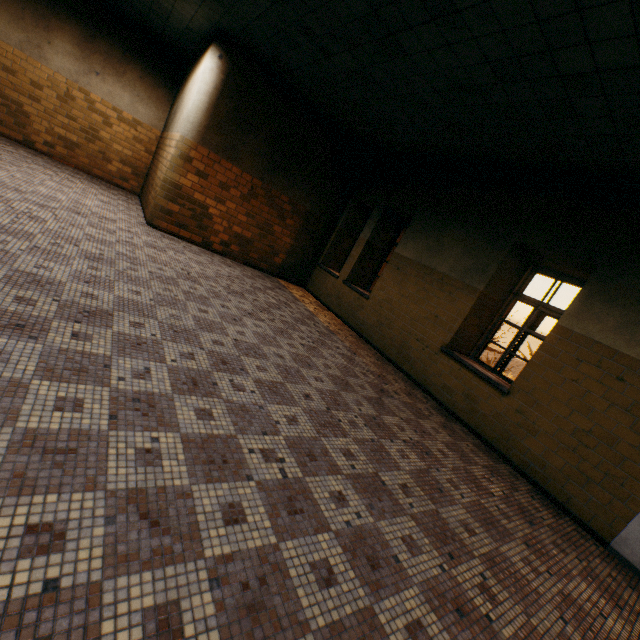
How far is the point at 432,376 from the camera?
5.6 meters
